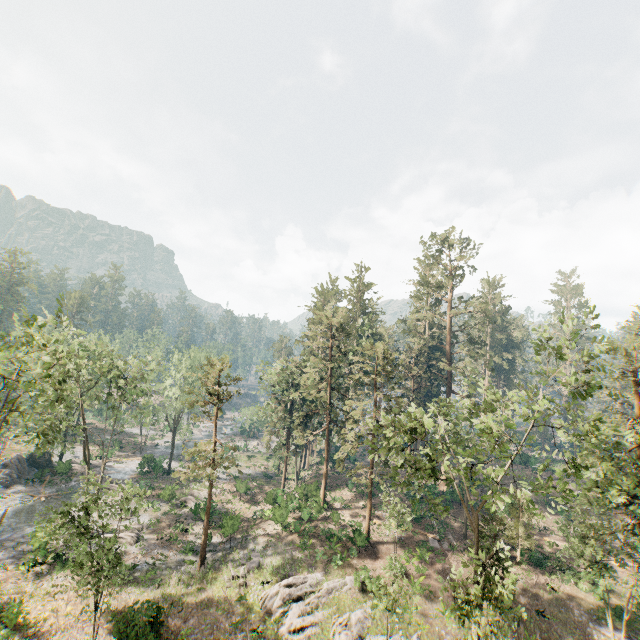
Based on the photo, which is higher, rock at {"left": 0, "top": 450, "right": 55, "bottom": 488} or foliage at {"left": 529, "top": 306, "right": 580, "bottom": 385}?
foliage at {"left": 529, "top": 306, "right": 580, "bottom": 385}

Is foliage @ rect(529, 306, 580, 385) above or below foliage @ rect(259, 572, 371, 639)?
above

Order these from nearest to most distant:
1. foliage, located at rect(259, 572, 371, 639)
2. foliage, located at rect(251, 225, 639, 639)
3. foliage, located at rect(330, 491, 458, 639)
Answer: foliage, located at rect(251, 225, 639, 639) < foliage, located at rect(330, 491, 458, 639) < foliage, located at rect(259, 572, 371, 639)

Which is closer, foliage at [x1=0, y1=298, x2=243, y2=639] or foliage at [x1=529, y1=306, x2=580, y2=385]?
foliage at [x1=529, y1=306, x2=580, y2=385]

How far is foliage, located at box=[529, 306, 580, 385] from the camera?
16.8m

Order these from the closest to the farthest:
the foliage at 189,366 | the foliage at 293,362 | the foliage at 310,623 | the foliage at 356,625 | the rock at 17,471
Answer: the foliage at 293,362 < the foliage at 356,625 < the foliage at 189,366 < the foliage at 310,623 < the rock at 17,471

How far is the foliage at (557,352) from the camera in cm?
1684

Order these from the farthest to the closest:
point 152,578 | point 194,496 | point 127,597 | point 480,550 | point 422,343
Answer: point 422,343 < point 194,496 < point 152,578 < point 127,597 < point 480,550
